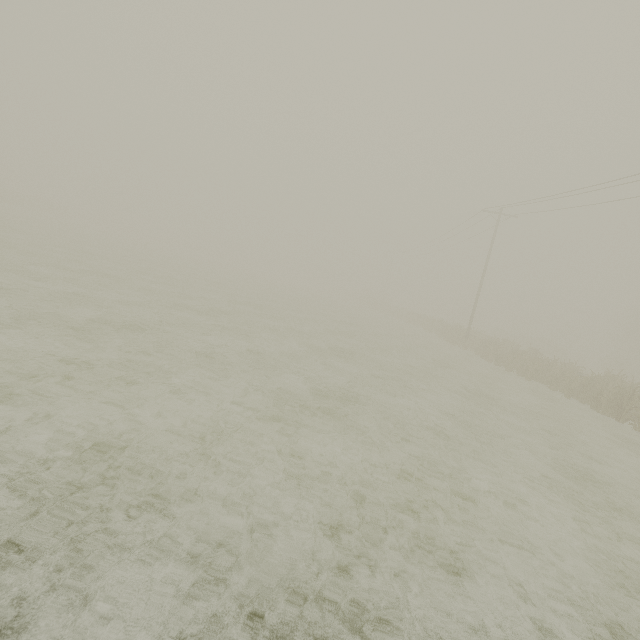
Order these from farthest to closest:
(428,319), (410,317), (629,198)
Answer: (410,317)
(428,319)
(629,198)
